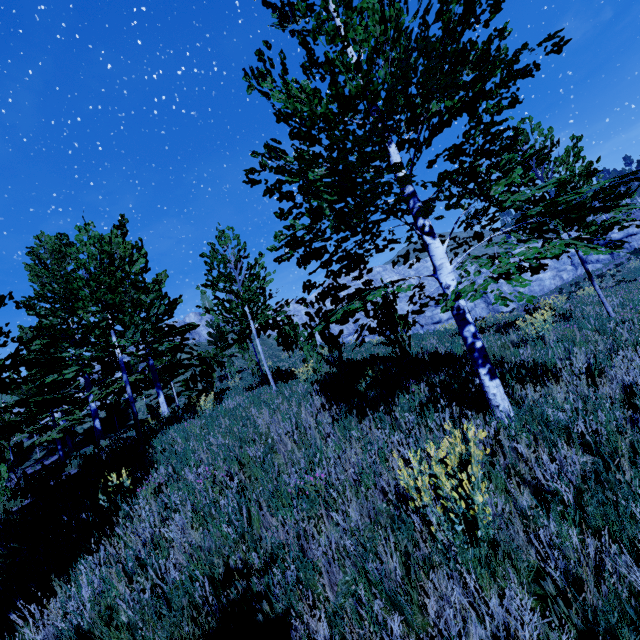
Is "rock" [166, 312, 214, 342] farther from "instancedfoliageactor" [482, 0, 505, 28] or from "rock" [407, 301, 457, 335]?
"instancedfoliageactor" [482, 0, 505, 28]

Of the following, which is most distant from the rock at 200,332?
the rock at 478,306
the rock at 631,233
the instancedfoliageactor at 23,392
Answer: the rock at 631,233

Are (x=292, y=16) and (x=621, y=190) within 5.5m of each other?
yes

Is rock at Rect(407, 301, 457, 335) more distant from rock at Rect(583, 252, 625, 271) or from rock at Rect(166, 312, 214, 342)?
rock at Rect(583, 252, 625, 271)

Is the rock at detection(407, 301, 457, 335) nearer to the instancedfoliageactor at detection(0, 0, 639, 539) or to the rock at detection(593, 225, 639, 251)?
the instancedfoliageactor at detection(0, 0, 639, 539)

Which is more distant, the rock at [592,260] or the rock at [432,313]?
the rock at [592,260]

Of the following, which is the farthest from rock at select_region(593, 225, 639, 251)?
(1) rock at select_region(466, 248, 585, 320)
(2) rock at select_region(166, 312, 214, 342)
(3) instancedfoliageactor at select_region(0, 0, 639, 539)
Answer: (2) rock at select_region(166, 312, 214, 342)

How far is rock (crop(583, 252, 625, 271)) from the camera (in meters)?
44.47
